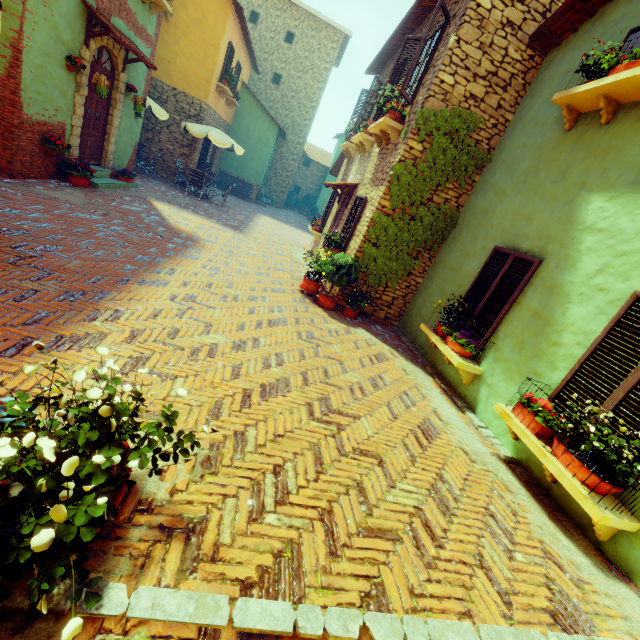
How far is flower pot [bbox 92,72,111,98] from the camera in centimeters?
711cm

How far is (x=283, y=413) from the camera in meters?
3.1

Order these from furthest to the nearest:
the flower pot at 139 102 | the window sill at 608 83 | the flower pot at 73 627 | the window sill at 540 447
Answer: the flower pot at 139 102, the window sill at 608 83, the window sill at 540 447, the flower pot at 73 627

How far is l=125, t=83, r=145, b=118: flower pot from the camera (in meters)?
8.99

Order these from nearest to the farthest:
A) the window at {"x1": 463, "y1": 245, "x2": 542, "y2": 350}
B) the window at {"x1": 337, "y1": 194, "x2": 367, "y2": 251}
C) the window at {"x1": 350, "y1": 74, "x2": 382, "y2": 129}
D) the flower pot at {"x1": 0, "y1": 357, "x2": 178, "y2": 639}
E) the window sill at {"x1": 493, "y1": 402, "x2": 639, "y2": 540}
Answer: the flower pot at {"x1": 0, "y1": 357, "x2": 178, "y2": 639}, the window sill at {"x1": 493, "y1": 402, "x2": 639, "y2": 540}, the window at {"x1": 463, "y1": 245, "x2": 542, "y2": 350}, the window at {"x1": 337, "y1": 194, "x2": 367, "y2": 251}, the window at {"x1": 350, "y1": 74, "x2": 382, "y2": 129}

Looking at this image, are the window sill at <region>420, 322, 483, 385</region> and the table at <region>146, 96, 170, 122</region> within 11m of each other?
no

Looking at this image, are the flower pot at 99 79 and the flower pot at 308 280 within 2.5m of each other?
no

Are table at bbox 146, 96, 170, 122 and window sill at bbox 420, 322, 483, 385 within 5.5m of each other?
no
